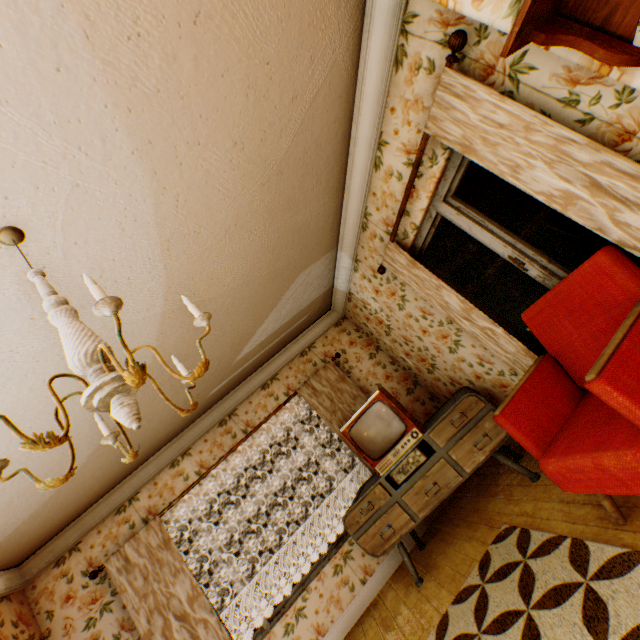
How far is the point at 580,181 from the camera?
1.77m

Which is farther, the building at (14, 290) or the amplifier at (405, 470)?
the amplifier at (405, 470)

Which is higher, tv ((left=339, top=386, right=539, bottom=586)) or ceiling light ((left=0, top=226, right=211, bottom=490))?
ceiling light ((left=0, top=226, right=211, bottom=490))

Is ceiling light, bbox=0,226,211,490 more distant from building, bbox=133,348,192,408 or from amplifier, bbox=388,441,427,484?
amplifier, bbox=388,441,427,484

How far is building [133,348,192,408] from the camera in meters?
2.9 m

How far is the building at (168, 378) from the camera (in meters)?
2.86

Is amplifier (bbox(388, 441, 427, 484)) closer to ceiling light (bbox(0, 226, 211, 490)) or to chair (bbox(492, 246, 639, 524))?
chair (bbox(492, 246, 639, 524))

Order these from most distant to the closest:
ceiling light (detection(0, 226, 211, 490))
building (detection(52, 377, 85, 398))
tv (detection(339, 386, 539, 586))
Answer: tv (detection(339, 386, 539, 586)) < building (detection(52, 377, 85, 398)) < ceiling light (detection(0, 226, 211, 490))
